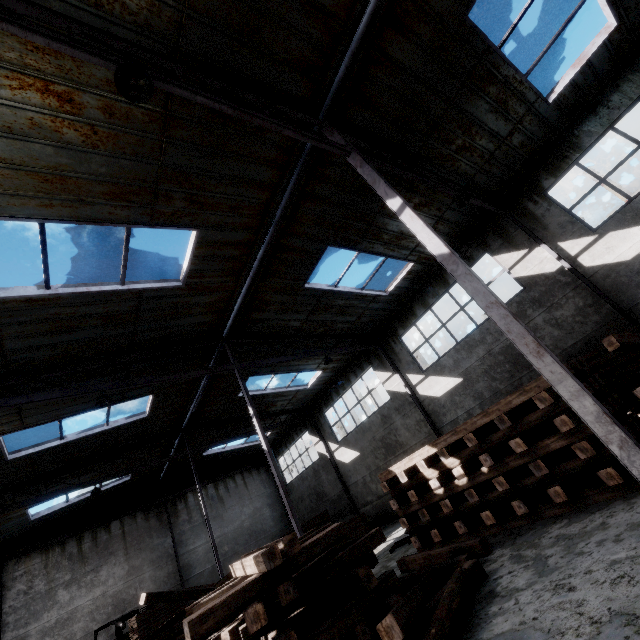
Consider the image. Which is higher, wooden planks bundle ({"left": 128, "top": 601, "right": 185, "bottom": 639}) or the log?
wooden planks bundle ({"left": 128, "top": 601, "right": 185, "bottom": 639})

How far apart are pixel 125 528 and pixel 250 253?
20.4 meters

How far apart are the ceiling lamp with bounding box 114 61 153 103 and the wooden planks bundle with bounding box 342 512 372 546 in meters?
17.9

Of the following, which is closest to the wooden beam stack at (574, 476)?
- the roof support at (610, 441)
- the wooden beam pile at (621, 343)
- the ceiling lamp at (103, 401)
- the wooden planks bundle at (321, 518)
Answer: the wooden beam pile at (621, 343)

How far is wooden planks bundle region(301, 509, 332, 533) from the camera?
18.2m

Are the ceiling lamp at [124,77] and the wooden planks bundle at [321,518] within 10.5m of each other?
no

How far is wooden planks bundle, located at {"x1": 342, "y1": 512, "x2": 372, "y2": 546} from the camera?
15.9m

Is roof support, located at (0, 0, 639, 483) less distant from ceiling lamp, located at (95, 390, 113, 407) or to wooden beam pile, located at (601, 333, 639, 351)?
wooden beam pile, located at (601, 333, 639, 351)
